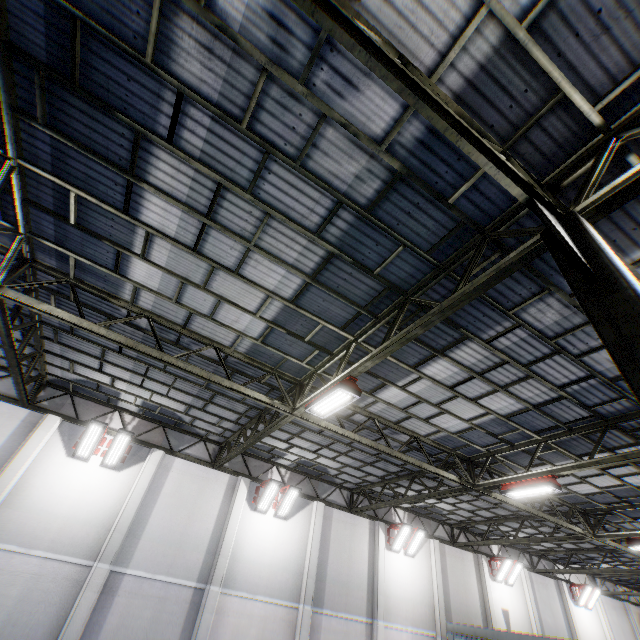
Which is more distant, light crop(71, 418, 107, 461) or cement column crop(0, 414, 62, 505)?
light crop(71, 418, 107, 461)

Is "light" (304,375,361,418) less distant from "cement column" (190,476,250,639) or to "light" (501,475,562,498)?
"light" (501,475,562,498)

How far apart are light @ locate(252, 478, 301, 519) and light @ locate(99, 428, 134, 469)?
5.6m

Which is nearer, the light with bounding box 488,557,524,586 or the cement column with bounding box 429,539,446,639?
the cement column with bounding box 429,539,446,639

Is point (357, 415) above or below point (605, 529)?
above

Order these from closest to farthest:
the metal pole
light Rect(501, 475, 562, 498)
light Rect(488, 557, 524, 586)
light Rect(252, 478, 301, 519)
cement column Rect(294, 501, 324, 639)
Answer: the metal pole
light Rect(501, 475, 562, 498)
cement column Rect(294, 501, 324, 639)
light Rect(252, 478, 301, 519)
light Rect(488, 557, 524, 586)

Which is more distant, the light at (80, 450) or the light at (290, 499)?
the light at (290, 499)

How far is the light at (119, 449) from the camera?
12.3m
